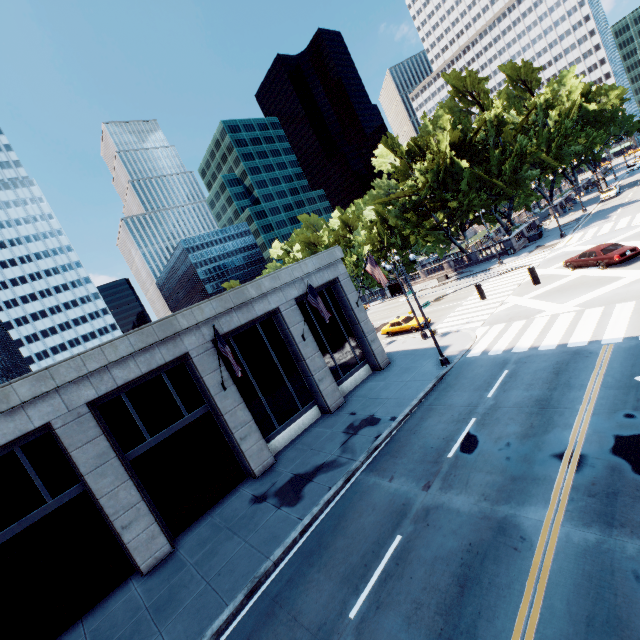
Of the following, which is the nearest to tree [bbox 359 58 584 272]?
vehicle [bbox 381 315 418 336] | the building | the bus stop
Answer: the bus stop

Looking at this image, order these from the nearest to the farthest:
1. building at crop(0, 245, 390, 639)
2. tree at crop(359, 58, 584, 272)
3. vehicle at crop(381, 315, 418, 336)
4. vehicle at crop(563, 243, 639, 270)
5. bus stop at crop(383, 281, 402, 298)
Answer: building at crop(0, 245, 390, 639)
vehicle at crop(563, 243, 639, 270)
vehicle at crop(381, 315, 418, 336)
tree at crop(359, 58, 584, 272)
bus stop at crop(383, 281, 402, 298)

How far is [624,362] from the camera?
12.72m

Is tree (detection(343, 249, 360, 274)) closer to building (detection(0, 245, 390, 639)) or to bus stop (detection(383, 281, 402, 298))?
bus stop (detection(383, 281, 402, 298))

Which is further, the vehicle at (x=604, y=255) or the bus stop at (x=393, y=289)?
the bus stop at (x=393, y=289)

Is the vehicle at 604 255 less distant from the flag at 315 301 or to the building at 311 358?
the flag at 315 301

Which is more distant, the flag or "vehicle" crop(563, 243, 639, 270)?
"vehicle" crop(563, 243, 639, 270)

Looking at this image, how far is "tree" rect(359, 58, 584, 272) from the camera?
41.1m
